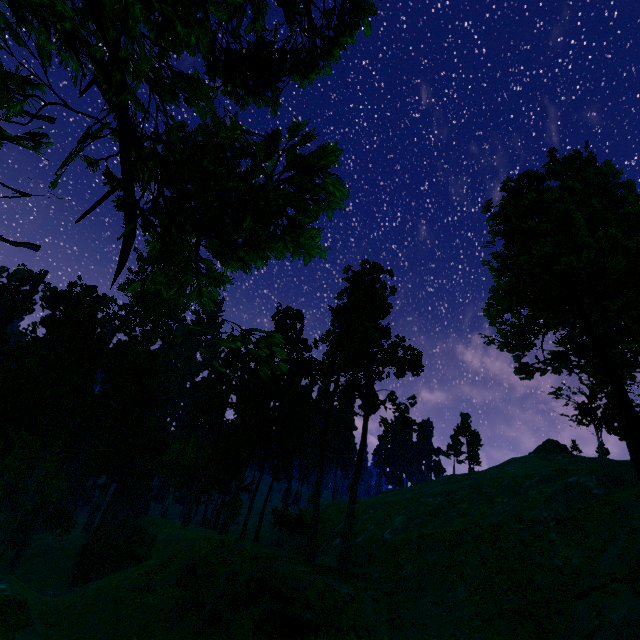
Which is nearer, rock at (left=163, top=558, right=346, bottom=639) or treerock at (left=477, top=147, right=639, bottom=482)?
treerock at (left=477, top=147, right=639, bottom=482)

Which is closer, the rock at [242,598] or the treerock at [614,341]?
the treerock at [614,341]

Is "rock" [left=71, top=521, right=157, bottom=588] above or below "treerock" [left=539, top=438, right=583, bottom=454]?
below

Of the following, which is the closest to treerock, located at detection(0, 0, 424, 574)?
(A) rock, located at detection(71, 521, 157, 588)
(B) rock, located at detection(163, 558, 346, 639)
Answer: (A) rock, located at detection(71, 521, 157, 588)

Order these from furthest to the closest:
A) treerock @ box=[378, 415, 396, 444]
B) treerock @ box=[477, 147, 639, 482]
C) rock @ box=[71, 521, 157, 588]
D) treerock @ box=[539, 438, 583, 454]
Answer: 1. treerock @ box=[539, 438, 583, 454]
2. treerock @ box=[378, 415, 396, 444]
3. rock @ box=[71, 521, 157, 588]
4. treerock @ box=[477, 147, 639, 482]

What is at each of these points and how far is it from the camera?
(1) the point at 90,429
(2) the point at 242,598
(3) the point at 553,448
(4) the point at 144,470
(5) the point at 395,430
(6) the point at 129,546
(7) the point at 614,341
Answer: (1) treerock, 51.3m
(2) rock, 23.5m
(3) treerock, 59.2m
(4) treerock, 49.2m
(5) treerock, 33.8m
(6) rock, 32.6m
(7) treerock, 15.4m

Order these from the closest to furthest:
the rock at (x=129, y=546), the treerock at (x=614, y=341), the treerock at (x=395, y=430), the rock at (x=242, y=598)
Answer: the treerock at (x=614, y=341), the rock at (x=242, y=598), the rock at (x=129, y=546), the treerock at (x=395, y=430)
